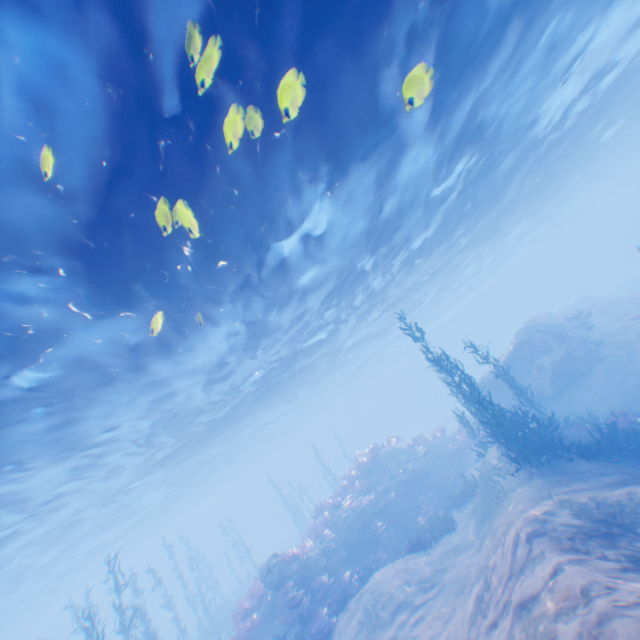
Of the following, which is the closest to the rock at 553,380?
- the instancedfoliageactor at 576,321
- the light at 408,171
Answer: the light at 408,171

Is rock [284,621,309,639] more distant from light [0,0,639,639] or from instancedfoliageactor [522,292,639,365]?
instancedfoliageactor [522,292,639,365]

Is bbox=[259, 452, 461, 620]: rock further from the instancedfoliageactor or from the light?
the instancedfoliageactor

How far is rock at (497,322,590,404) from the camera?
18.6m

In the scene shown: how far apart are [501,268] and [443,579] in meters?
55.2 m

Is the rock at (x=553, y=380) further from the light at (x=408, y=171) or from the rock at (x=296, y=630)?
the rock at (x=296, y=630)

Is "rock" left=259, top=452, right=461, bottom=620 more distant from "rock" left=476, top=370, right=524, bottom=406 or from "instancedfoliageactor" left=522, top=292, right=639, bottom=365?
"instancedfoliageactor" left=522, top=292, right=639, bottom=365

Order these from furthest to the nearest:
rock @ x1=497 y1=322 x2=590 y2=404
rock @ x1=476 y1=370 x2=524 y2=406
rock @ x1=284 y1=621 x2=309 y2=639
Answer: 1. rock @ x1=476 y1=370 x2=524 y2=406
2. rock @ x1=497 y1=322 x2=590 y2=404
3. rock @ x1=284 y1=621 x2=309 y2=639
